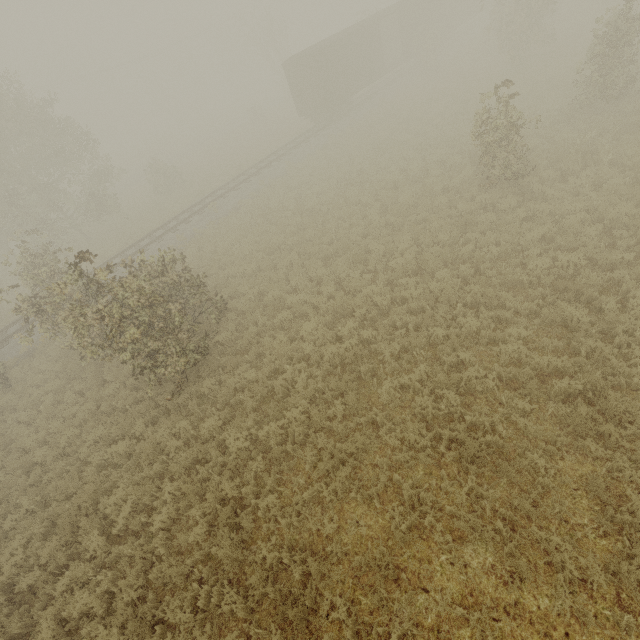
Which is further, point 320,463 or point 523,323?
point 523,323

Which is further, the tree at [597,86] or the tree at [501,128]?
the tree at [597,86]

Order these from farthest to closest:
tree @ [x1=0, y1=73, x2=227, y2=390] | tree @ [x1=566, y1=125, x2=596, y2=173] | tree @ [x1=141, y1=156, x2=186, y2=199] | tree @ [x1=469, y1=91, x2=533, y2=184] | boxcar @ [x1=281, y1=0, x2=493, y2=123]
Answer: tree @ [x1=141, y1=156, x2=186, y2=199], boxcar @ [x1=281, y1=0, x2=493, y2=123], tree @ [x1=566, y1=125, x2=596, y2=173], tree @ [x1=469, y1=91, x2=533, y2=184], tree @ [x1=0, y1=73, x2=227, y2=390]

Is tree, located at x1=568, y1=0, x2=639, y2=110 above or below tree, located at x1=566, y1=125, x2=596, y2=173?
above

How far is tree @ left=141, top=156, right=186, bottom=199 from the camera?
27.5 meters

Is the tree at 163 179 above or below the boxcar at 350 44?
below
